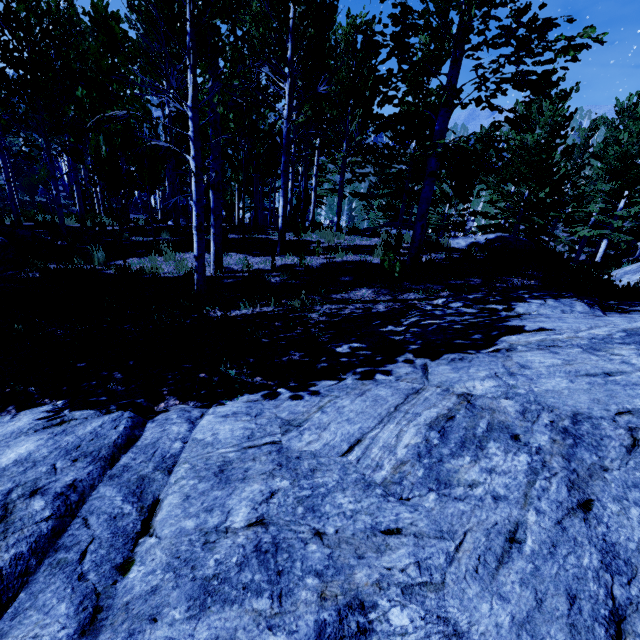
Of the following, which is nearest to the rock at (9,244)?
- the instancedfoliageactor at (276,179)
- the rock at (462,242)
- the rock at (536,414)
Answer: the instancedfoliageactor at (276,179)

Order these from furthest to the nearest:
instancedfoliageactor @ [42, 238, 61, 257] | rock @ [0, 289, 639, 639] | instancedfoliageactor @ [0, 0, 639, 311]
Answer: instancedfoliageactor @ [42, 238, 61, 257] → instancedfoliageactor @ [0, 0, 639, 311] → rock @ [0, 289, 639, 639]

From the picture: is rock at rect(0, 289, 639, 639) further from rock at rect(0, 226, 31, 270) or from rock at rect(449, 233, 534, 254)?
rock at rect(449, 233, 534, 254)

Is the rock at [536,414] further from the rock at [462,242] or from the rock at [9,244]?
the rock at [462,242]

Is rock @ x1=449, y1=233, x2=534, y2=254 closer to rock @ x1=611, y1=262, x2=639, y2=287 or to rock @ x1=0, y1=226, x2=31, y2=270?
rock @ x1=611, y1=262, x2=639, y2=287

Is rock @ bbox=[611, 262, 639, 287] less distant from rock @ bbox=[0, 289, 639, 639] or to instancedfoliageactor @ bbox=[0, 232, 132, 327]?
instancedfoliageactor @ bbox=[0, 232, 132, 327]

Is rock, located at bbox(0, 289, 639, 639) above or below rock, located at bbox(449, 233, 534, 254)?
below

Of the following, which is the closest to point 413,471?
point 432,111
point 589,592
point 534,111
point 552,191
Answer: point 589,592
